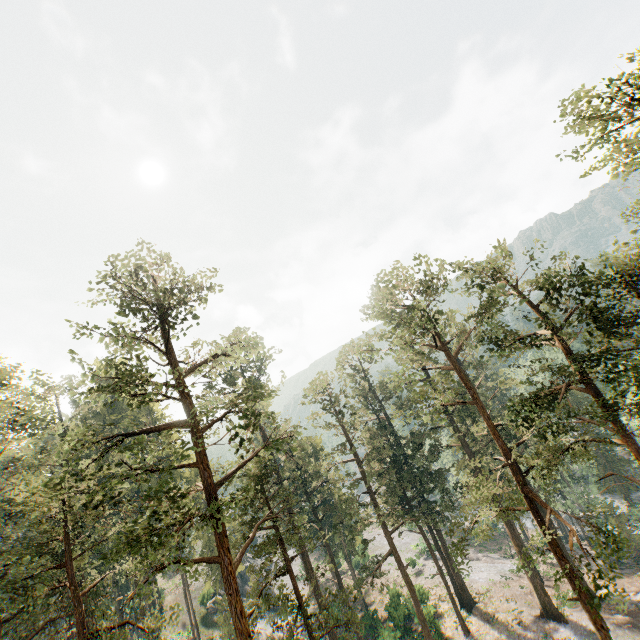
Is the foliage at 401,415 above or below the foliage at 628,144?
below

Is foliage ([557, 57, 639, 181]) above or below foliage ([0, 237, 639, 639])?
above

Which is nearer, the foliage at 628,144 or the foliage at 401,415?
the foliage at 401,415

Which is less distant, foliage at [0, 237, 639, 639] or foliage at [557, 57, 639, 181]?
foliage at [0, 237, 639, 639]

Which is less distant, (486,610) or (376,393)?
(486,610)
